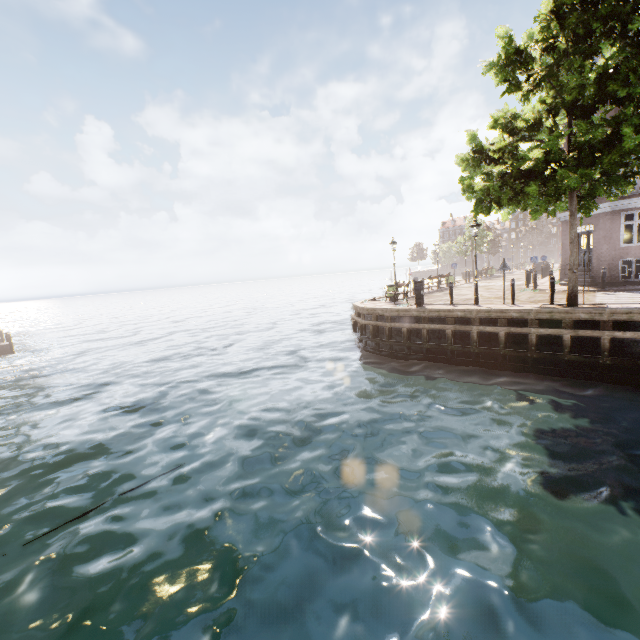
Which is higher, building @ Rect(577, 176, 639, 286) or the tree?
the tree

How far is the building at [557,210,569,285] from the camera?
19.8 meters

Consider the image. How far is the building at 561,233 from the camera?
19.8m

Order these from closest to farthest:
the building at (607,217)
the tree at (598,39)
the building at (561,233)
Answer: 1. the tree at (598,39)
2. the building at (607,217)
3. the building at (561,233)

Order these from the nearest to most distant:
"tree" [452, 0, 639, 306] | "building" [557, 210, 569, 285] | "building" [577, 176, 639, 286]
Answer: "tree" [452, 0, 639, 306] → "building" [577, 176, 639, 286] → "building" [557, 210, 569, 285]

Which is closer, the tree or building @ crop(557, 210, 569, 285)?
the tree

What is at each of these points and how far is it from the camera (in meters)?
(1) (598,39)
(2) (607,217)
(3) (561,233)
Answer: (1) tree, 10.28
(2) building, 17.23
(3) building, 20.28
